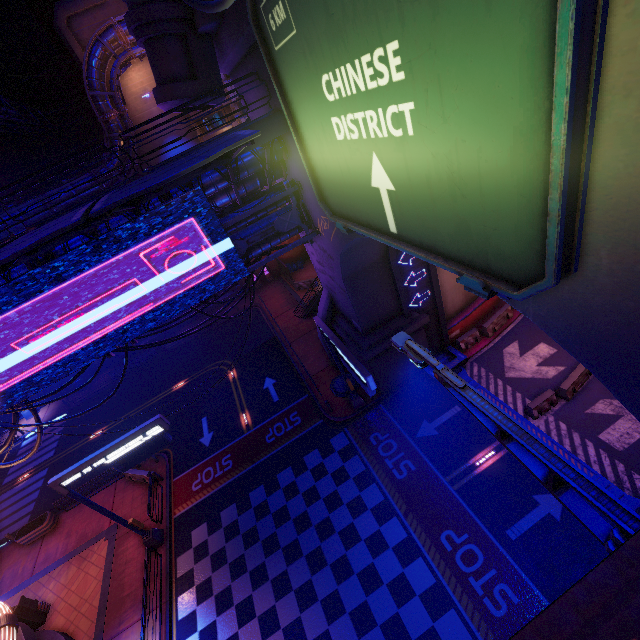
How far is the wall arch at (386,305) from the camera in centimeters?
1316cm

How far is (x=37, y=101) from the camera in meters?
42.2 m

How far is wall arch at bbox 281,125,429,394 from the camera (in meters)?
13.16

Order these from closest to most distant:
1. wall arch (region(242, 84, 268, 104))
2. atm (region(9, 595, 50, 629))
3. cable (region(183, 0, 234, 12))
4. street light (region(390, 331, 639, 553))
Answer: street light (region(390, 331, 639, 553)), cable (region(183, 0, 234, 12)), wall arch (region(242, 84, 268, 104)), atm (region(9, 595, 50, 629))

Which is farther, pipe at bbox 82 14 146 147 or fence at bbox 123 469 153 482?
pipe at bbox 82 14 146 147

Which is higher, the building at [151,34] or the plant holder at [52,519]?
the building at [151,34]

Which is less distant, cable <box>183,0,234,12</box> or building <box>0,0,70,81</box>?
cable <box>183,0,234,12</box>
